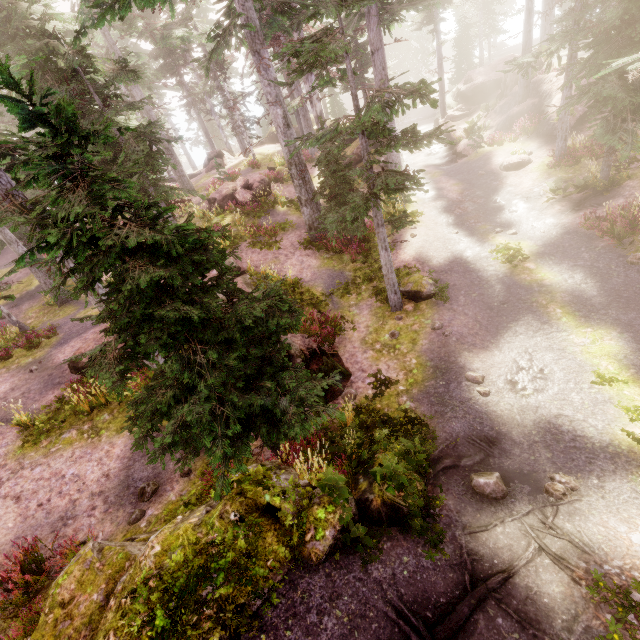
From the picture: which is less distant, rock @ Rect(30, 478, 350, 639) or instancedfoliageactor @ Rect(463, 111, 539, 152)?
rock @ Rect(30, 478, 350, 639)

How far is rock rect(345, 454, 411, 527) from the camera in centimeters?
578cm

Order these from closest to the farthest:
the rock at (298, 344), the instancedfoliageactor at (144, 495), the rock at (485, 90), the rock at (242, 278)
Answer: the instancedfoliageactor at (144, 495) → the rock at (298, 344) → the rock at (242, 278) → the rock at (485, 90)

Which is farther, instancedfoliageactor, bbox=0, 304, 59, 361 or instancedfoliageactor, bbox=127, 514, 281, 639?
instancedfoliageactor, bbox=0, 304, 59, 361

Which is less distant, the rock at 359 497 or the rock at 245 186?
the rock at 359 497

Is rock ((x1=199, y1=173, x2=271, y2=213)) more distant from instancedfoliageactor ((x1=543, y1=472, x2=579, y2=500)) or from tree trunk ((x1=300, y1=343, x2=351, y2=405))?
tree trunk ((x1=300, y1=343, x2=351, y2=405))

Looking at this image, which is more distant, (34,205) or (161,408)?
(34,205)

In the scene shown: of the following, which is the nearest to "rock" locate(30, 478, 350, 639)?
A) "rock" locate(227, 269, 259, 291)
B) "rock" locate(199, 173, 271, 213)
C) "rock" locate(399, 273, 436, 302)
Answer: "rock" locate(399, 273, 436, 302)
